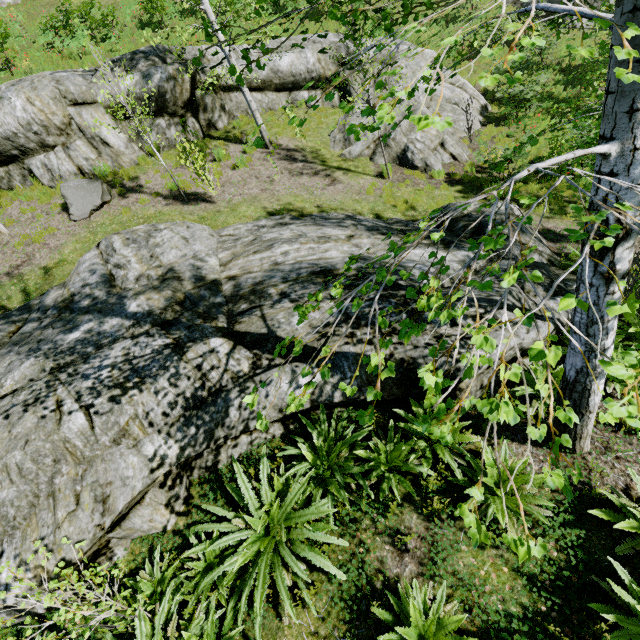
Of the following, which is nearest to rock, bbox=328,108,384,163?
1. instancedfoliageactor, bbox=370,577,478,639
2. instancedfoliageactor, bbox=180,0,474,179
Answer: instancedfoliageactor, bbox=180,0,474,179

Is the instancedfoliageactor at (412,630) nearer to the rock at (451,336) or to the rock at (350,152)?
the rock at (451,336)

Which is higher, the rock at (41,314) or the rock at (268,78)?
the rock at (268,78)

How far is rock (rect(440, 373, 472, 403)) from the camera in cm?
461

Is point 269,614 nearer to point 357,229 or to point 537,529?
point 537,529

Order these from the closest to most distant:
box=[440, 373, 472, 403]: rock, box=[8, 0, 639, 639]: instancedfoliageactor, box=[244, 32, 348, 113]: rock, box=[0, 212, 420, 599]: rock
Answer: box=[8, 0, 639, 639]: instancedfoliageactor
box=[0, 212, 420, 599]: rock
box=[440, 373, 472, 403]: rock
box=[244, 32, 348, 113]: rock

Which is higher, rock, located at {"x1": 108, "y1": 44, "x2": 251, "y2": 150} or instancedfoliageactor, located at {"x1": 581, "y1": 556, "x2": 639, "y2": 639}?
rock, located at {"x1": 108, "y1": 44, "x2": 251, "y2": 150}

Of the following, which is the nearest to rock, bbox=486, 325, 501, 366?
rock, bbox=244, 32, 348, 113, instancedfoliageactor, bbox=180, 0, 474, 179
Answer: instancedfoliageactor, bbox=180, 0, 474, 179
